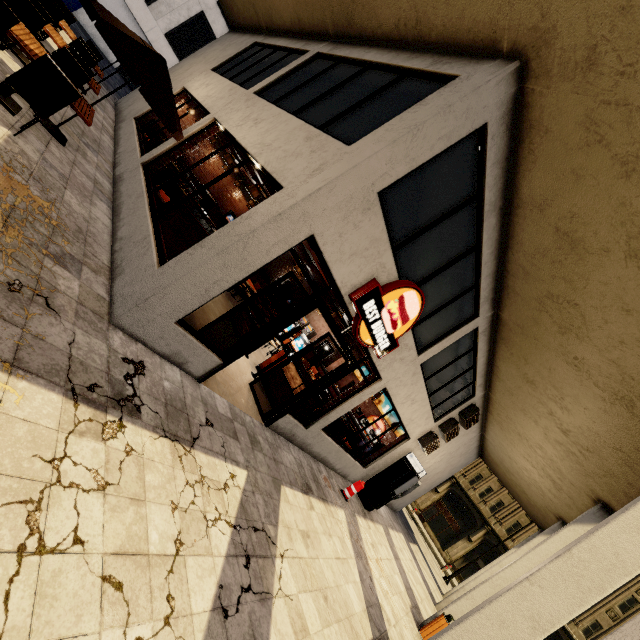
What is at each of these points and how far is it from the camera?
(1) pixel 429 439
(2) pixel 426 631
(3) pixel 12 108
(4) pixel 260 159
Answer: (1) air conditioner, 11.6 meters
(2) trash bin, 8.1 meters
(3) table, 4.7 meters
(4) building, 5.0 meters

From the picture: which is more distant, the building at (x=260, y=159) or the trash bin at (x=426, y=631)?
the trash bin at (x=426, y=631)

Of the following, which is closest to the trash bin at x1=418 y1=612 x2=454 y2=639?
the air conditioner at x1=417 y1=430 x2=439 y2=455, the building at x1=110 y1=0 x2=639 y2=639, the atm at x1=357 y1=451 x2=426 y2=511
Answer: the building at x1=110 y1=0 x2=639 y2=639

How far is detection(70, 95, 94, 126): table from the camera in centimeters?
469cm

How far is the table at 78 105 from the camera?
4.69m

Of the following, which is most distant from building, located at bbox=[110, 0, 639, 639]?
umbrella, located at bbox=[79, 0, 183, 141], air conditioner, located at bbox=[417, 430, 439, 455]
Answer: umbrella, located at bbox=[79, 0, 183, 141]

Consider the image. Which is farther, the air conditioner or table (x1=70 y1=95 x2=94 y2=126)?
the air conditioner

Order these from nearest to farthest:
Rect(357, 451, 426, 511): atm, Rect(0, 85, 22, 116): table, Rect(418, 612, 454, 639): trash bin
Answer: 1. Rect(0, 85, 22, 116): table
2. Rect(418, 612, 454, 639): trash bin
3. Rect(357, 451, 426, 511): atm
